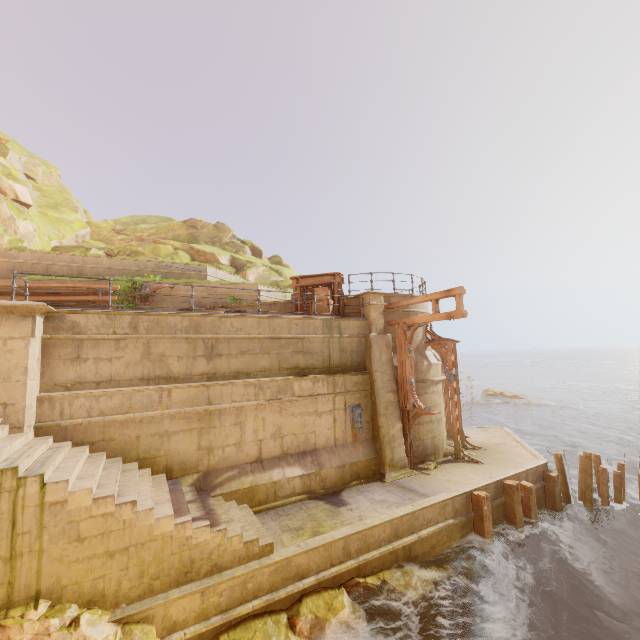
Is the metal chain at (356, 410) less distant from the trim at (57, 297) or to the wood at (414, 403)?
the wood at (414, 403)

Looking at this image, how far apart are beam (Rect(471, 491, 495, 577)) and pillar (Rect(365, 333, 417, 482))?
1.9 meters

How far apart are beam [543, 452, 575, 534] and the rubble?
4.1 meters

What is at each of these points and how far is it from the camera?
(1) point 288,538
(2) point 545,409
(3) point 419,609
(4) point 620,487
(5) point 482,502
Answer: (1) building, 8.02m
(2) rock, 33.22m
(3) rock, 8.01m
(4) beam, 12.27m
(5) beam, 10.05m

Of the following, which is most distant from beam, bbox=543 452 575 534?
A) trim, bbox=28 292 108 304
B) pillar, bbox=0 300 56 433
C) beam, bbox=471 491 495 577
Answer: trim, bbox=28 292 108 304

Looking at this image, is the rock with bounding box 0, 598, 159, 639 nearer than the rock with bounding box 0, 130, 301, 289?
Yes

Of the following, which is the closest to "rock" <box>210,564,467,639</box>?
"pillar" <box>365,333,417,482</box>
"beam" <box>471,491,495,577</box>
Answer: "beam" <box>471,491,495,577</box>

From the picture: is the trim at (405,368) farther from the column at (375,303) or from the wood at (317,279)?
the wood at (317,279)
